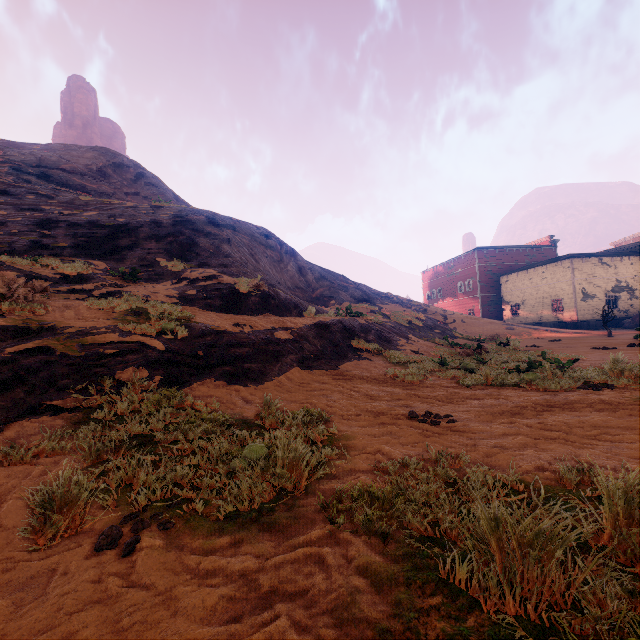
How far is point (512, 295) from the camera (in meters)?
39.12

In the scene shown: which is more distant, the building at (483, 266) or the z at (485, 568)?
the building at (483, 266)

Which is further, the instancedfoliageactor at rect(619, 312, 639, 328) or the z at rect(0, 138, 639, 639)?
the instancedfoliageactor at rect(619, 312, 639, 328)

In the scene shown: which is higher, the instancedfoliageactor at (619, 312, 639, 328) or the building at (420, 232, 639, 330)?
the building at (420, 232, 639, 330)

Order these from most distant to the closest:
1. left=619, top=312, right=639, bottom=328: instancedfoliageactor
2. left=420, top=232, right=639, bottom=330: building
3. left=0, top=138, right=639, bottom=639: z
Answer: left=420, top=232, right=639, bottom=330: building < left=619, top=312, right=639, bottom=328: instancedfoliageactor < left=0, top=138, right=639, bottom=639: z

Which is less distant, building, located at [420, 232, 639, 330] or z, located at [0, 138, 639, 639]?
z, located at [0, 138, 639, 639]

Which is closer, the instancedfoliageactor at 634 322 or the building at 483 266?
the instancedfoliageactor at 634 322

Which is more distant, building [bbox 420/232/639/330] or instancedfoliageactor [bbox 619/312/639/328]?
building [bbox 420/232/639/330]
